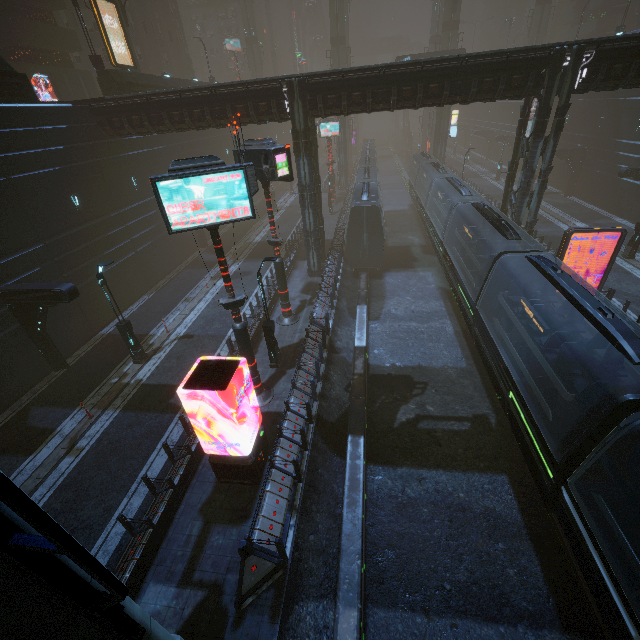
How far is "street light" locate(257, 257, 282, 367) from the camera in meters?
13.2 m

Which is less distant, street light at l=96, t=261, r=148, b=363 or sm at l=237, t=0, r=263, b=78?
street light at l=96, t=261, r=148, b=363

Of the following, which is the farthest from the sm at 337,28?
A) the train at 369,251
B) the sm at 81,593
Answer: the sm at 81,593

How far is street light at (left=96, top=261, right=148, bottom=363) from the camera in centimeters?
1440cm

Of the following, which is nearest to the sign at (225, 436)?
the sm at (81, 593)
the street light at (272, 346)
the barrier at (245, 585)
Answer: the street light at (272, 346)

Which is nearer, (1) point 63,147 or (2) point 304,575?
(2) point 304,575

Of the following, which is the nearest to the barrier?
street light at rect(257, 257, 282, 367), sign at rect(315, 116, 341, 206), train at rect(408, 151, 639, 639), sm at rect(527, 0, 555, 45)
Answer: train at rect(408, 151, 639, 639)

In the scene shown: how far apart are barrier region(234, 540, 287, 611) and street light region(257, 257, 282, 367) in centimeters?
803cm
